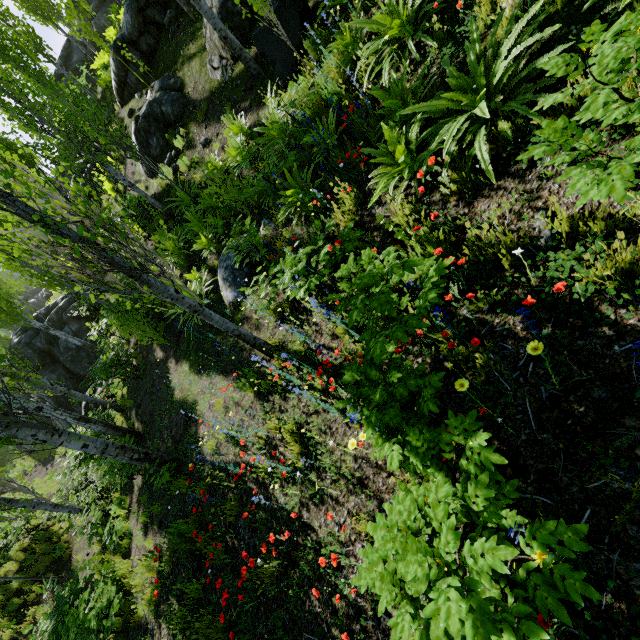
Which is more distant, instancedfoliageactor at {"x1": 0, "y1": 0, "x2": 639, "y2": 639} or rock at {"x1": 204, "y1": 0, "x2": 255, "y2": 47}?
rock at {"x1": 204, "y1": 0, "x2": 255, "y2": 47}

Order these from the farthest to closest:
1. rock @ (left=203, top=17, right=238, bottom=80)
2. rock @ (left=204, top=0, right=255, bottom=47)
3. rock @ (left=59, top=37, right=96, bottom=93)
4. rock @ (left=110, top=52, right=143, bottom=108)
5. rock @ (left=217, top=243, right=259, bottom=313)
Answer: rock @ (left=59, top=37, right=96, bottom=93) < rock @ (left=110, top=52, right=143, bottom=108) < rock @ (left=203, top=17, right=238, bottom=80) < rock @ (left=204, top=0, right=255, bottom=47) < rock @ (left=217, top=243, right=259, bottom=313)

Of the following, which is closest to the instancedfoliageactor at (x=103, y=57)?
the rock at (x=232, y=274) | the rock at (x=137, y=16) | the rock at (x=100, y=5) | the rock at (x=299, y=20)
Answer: the rock at (x=137, y=16)

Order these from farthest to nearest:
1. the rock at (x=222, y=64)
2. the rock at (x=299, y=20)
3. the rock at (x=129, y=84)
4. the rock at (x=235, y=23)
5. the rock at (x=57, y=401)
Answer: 1. the rock at (x=57, y=401)
2. the rock at (x=129, y=84)
3. the rock at (x=222, y=64)
4. the rock at (x=235, y=23)
5. the rock at (x=299, y=20)

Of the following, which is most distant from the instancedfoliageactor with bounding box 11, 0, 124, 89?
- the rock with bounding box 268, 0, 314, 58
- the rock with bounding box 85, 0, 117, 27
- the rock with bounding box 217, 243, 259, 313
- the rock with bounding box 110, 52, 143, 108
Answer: the rock with bounding box 85, 0, 117, 27

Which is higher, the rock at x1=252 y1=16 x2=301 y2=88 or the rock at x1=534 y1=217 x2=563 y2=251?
the rock at x1=252 y1=16 x2=301 y2=88

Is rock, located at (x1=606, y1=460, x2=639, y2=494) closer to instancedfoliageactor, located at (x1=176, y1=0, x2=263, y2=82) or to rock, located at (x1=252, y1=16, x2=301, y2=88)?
instancedfoliageactor, located at (x1=176, y1=0, x2=263, y2=82)

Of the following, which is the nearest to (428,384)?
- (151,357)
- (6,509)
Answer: (151,357)
